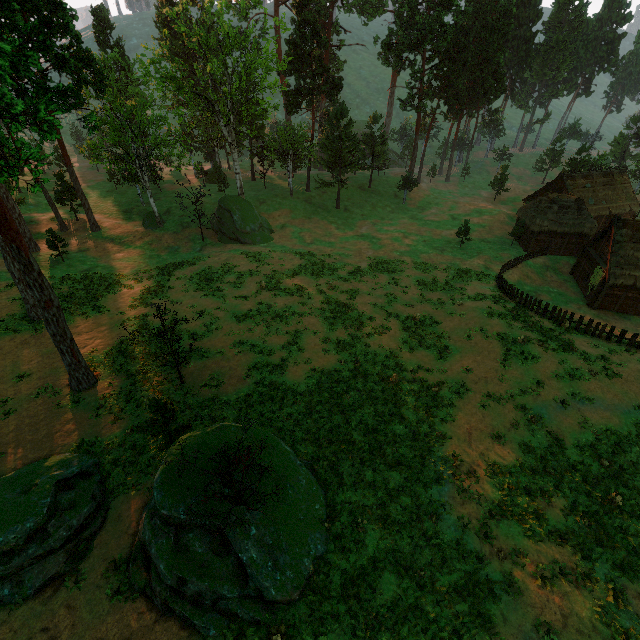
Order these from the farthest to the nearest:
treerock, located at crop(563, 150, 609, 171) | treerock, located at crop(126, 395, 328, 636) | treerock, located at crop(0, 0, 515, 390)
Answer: treerock, located at crop(563, 150, 609, 171), treerock, located at crop(0, 0, 515, 390), treerock, located at crop(126, 395, 328, 636)

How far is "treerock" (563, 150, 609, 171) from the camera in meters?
54.2 m

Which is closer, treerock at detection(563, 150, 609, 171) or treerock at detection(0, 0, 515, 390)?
treerock at detection(0, 0, 515, 390)

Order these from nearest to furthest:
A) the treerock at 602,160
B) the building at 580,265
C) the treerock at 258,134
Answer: the treerock at 258,134
the building at 580,265
the treerock at 602,160

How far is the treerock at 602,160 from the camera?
54.2 meters

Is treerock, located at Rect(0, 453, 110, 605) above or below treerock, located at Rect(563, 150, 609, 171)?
below

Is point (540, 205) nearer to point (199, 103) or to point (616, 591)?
point (616, 591)
